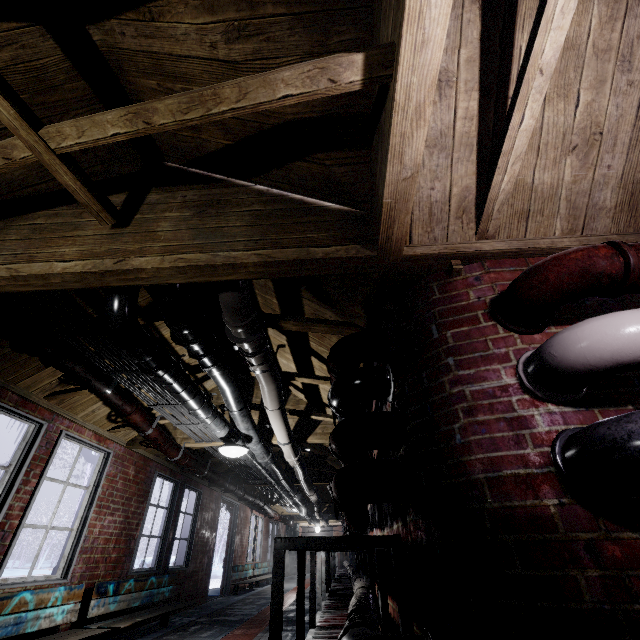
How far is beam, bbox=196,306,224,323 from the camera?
2.4 meters

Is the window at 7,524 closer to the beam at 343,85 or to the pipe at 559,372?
the beam at 343,85

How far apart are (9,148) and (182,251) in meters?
0.8

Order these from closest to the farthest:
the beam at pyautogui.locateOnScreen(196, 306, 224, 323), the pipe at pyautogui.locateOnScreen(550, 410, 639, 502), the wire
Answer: the pipe at pyautogui.locateOnScreen(550, 410, 639, 502) → the wire → the beam at pyautogui.locateOnScreen(196, 306, 224, 323)

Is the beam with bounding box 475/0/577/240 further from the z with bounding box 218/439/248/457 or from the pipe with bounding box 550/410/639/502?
the z with bounding box 218/439/248/457

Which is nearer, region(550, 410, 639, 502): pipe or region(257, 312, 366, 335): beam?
region(550, 410, 639, 502): pipe

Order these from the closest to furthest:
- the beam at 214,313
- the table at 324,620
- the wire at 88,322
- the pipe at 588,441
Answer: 1. the pipe at 588,441
2. the table at 324,620
3. the wire at 88,322
4. the beam at 214,313

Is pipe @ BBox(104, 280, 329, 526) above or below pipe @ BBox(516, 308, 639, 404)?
above
